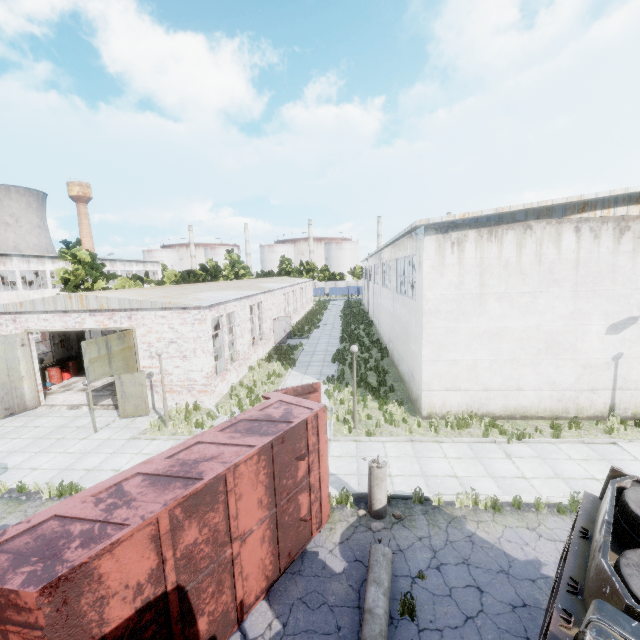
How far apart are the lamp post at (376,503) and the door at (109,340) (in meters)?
10.96

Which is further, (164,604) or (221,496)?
(221,496)

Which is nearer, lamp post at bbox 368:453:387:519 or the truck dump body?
the truck dump body

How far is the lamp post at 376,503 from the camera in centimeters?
808cm

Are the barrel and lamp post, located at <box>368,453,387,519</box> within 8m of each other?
no

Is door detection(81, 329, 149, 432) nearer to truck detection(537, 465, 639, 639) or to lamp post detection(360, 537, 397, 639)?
lamp post detection(360, 537, 397, 639)

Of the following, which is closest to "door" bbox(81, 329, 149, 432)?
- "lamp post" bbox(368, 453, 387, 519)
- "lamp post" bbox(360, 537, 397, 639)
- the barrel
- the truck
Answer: the barrel

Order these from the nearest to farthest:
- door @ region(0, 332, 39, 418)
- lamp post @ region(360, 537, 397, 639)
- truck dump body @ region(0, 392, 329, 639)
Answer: truck dump body @ region(0, 392, 329, 639)
lamp post @ region(360, 537, 397, 639)
door @ region(0, 332, 39, 418)
